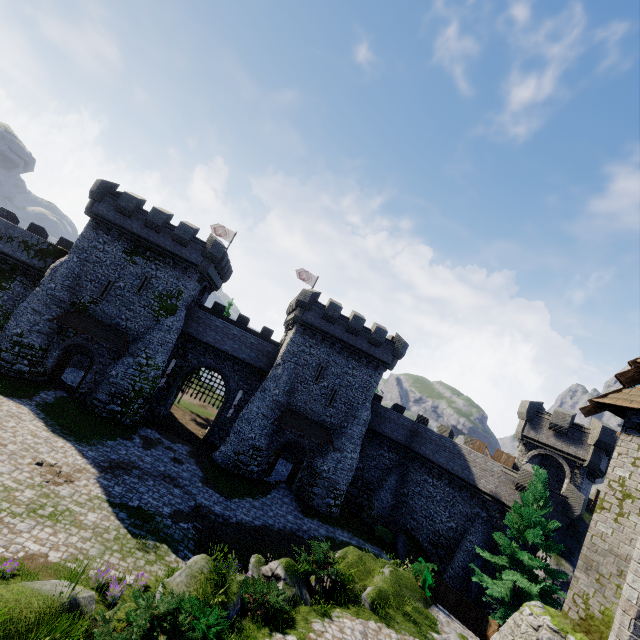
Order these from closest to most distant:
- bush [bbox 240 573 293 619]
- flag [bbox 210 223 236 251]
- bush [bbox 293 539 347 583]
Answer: bush [bbox 240 573 293 619]
bush [bbox 293 539 347 583]
flag [bbox 210 223 236 251]

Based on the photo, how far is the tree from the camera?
17.89m

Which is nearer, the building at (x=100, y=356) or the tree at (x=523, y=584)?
Result: the tree at (x=523, y=584)

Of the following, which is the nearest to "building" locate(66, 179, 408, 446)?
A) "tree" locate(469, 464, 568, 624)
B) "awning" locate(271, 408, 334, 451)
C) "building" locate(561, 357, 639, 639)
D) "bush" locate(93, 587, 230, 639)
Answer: "awning" locate(271, 408, 334, 451)

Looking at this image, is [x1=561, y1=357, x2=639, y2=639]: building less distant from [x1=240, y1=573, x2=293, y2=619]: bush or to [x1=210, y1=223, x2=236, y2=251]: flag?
[x1=240, y1=573, x2=293, y2=619]: bush

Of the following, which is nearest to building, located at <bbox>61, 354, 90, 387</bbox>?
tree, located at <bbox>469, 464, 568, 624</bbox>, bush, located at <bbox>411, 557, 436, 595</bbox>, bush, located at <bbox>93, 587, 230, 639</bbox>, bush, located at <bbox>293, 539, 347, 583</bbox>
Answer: bush, located at <bbox>411, 557, 436, 595</bbox>

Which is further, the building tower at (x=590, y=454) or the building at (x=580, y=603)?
the building tower at (x=590, y=454)

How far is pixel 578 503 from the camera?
23.59m
